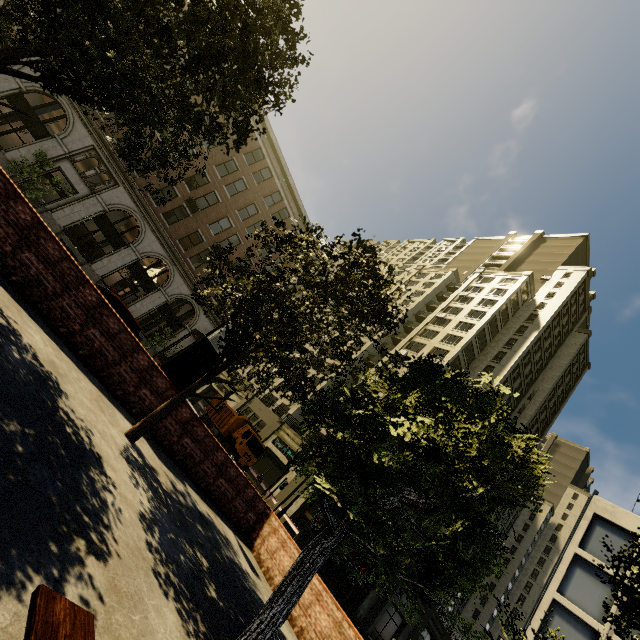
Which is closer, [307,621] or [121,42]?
[121,42]

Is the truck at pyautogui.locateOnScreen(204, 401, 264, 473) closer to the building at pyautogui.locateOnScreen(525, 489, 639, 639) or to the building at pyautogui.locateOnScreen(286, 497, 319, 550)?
the building at pyautogui.locateOnScreen(286, 497, 319, 550)

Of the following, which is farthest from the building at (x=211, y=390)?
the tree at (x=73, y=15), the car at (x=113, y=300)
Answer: the car at (x=113, y=300)

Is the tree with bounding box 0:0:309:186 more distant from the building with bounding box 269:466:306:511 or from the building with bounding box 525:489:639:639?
the building with bounding box 525:489:639:639

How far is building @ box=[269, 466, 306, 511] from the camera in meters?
27.8

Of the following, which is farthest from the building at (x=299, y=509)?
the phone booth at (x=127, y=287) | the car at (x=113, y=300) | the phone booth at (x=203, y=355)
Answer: the phone booth at (x=203, y=355)

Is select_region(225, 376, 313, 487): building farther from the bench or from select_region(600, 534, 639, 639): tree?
the bench

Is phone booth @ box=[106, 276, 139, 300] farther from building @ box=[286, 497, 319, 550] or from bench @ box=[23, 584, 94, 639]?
bench @ box=[23, 584, 94, 639]
